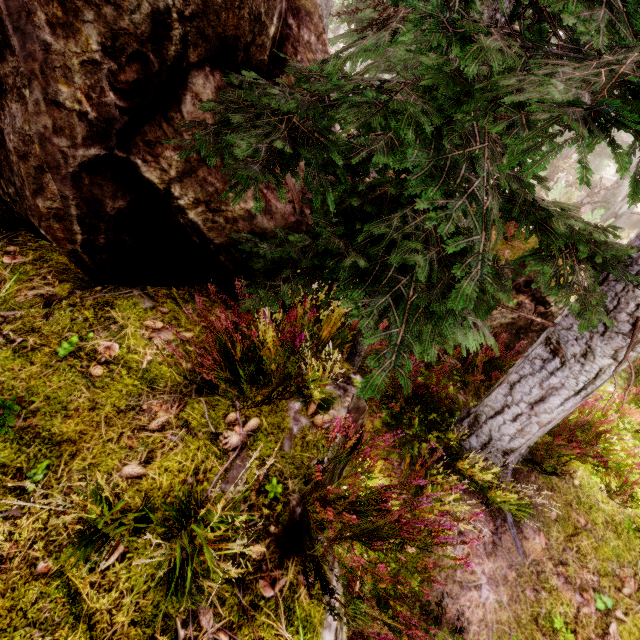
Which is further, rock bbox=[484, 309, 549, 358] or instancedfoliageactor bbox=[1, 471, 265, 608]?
rock bbox=[484, 309, 549, 358]

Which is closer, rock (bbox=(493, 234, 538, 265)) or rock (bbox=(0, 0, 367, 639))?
rock (bbox=(0, 0, 367, 639))

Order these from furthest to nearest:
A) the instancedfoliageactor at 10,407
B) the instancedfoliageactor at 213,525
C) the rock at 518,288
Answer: the rock at 518,288, the instancedfoliageactor at 10,407, the instancedfoliageactor at 213,525

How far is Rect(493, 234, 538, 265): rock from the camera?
5.68m

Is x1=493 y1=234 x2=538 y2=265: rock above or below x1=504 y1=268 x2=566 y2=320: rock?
above

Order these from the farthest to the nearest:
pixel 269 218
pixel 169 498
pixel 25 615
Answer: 1. pixel 269 218
2. pixel 169 498
3. pixel 25 615

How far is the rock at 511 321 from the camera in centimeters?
562cm

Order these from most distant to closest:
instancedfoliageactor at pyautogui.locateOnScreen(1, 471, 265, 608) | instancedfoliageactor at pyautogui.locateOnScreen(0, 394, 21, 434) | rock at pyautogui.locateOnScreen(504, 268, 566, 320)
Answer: rock at pyautogui.locateOnScreen(504, 268, 566, 320) < instancedfoliageactor at pyautogui.locateOnScreen(0, 394, 21, 434) < instancedfoliageactor at pyautogui.locateOnScreen(1, 471, 265, 608)
